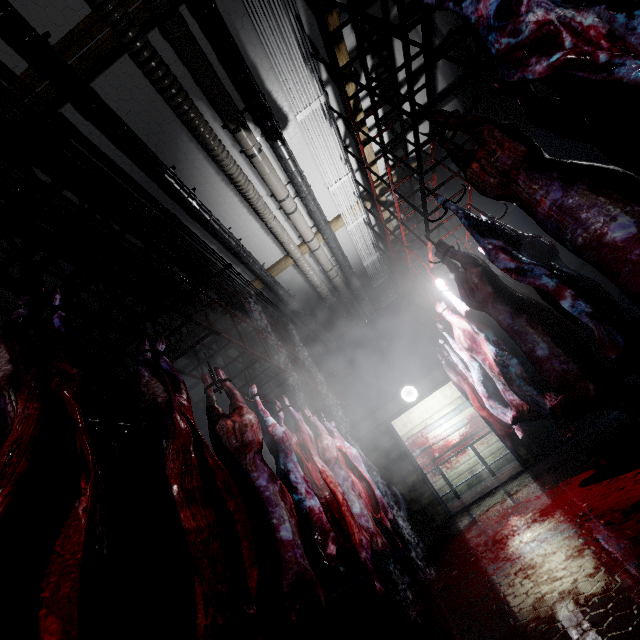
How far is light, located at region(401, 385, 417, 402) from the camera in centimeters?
625cm

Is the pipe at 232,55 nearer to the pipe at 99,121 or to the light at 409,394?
the pipe at 99,121

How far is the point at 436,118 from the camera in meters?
1.9 m

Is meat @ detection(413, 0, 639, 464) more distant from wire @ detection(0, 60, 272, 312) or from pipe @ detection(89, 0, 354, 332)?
wire @ detection(0, 60, 272, 312)

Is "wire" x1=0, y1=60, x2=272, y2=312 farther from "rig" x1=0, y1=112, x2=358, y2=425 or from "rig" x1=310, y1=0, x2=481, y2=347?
"rig" x1=310, y1=0, x2=481, y2=347

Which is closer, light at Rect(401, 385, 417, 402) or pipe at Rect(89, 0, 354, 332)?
pipe at Rect(89, 0, 354, 332)

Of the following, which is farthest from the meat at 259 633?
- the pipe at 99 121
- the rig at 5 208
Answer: the pipe at 99 121

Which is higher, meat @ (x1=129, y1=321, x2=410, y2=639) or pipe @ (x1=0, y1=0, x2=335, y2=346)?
pipe @ (x1=0, y1=0, x2=335, y2=346)
